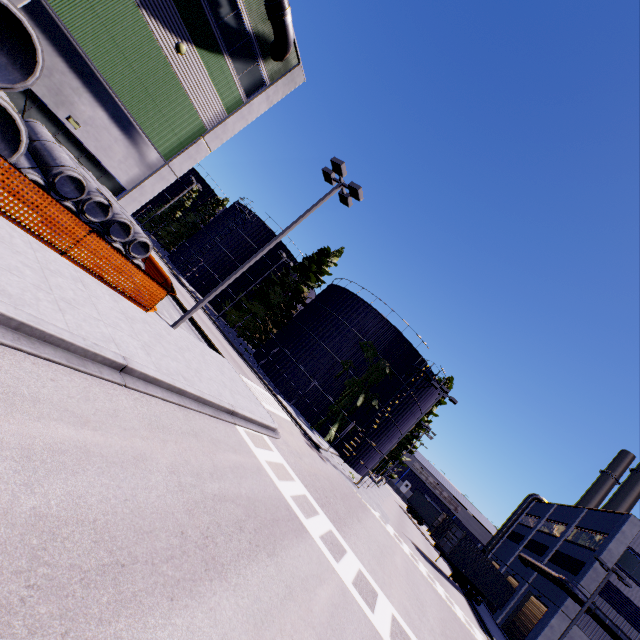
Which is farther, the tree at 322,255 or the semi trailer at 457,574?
the tree at 322,255

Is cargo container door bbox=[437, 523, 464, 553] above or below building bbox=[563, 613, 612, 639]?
below

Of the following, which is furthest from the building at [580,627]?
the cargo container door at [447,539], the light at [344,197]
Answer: the light at [344,197]

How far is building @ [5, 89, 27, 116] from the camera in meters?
12.7 m

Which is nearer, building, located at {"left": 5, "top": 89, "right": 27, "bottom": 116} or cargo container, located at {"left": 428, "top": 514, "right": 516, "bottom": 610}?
building, located at {"left": 5, "top": 89, "right": 27, "bottom": 116}

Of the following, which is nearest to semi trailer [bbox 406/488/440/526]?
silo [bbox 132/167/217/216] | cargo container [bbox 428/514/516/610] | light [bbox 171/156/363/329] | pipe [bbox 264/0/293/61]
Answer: cargo container [bbox 428/514/516/610]

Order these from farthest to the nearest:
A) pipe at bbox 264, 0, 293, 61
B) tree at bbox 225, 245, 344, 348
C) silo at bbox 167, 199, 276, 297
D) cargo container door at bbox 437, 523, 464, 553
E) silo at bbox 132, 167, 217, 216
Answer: silo at bbox 132, 167, 217, 216 → silo at bbox 167, 199, 276, 297 → tree at bbox 225, 245, 344, 348 → cargo container door at bbox 437, 523, 464, 553 → pipe at bbox 264, 0, 293, 61

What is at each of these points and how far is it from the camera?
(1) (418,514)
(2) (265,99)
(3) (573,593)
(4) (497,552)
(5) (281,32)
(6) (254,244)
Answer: (1) semi trailer, 46.5m
(2) building, 19.0m
(3) vent duct, 25.3m
(4) building, 45.3m
(5) pipe, 16.1m
(6) silo, 40.8m
